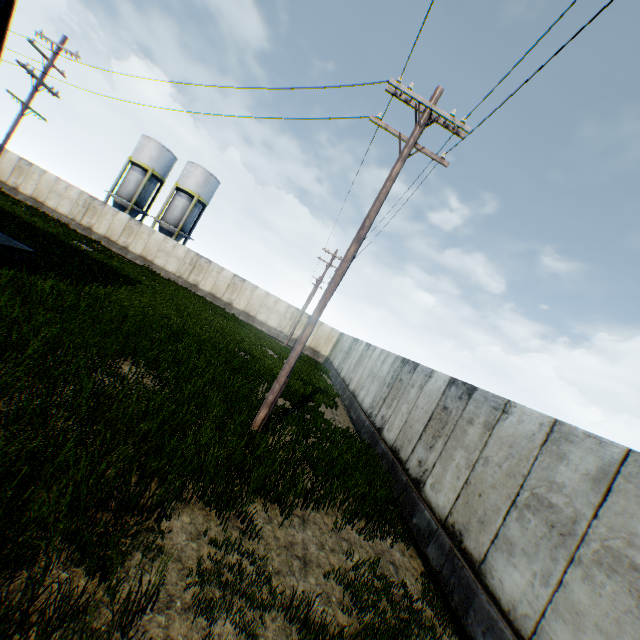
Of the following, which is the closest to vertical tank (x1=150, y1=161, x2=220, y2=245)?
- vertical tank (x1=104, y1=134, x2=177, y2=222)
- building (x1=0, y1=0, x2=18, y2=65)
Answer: vertical tank (x1=104, y1=134, x2=177, y2=222)

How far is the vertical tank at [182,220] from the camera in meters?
36.3

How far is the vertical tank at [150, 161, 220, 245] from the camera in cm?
3628

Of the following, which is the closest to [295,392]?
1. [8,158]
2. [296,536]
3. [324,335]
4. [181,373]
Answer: [181,373]

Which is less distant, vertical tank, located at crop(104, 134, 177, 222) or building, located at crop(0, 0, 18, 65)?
building, located at crop(0, 0, 18, 65)

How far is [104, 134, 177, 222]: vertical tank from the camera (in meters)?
35.84

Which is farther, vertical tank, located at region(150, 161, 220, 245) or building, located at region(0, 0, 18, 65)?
vertical tank, located at region(150, 161, 220, 245)

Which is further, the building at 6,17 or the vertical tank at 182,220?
the vertical tank at 182,220
